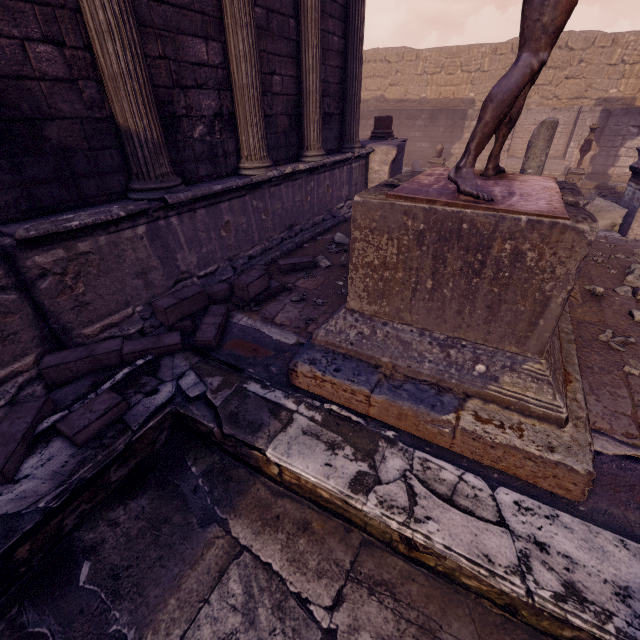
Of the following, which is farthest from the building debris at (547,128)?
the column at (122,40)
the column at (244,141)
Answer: the column at (122,40)

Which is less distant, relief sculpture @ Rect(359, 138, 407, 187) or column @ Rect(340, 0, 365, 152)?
column @ Rect(340, 0, 365, 152)

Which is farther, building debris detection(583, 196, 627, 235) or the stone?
building debris detection(583, 196, 627, 235)

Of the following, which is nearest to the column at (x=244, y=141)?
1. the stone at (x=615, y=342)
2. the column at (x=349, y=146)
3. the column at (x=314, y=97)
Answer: the column at (x=314, y=97)

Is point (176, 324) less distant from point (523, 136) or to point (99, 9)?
point (99, 9)

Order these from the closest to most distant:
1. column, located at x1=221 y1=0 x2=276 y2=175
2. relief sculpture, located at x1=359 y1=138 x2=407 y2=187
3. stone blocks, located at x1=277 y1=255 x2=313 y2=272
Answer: column, located at x1=221 y1=0 x2=276 y2=175
stone blocks, located at x1=277 y1=255 x2=313 y2=272
relief sculpture, located at x1=359 y1=138 x2=407 y2=187

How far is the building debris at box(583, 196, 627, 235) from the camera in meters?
6.1 m

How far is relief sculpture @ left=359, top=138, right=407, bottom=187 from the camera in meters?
7.5 m
